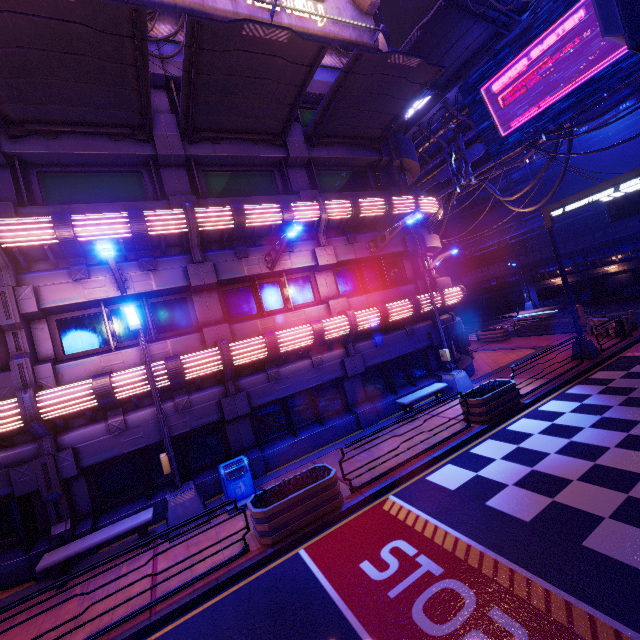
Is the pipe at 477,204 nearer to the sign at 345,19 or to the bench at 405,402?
the sign at 345,19

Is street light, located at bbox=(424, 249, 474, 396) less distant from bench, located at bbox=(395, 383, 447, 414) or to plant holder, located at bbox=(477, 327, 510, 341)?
bench, located at bbox=(395, 383, 447, 414)

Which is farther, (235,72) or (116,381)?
(235,72)

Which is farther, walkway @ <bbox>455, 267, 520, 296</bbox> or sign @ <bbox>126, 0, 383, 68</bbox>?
walkway @ <bbox>455, 267, 520, 296</bbox>

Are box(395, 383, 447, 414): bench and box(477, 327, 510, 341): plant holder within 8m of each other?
no

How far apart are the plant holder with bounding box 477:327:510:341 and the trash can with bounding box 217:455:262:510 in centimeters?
2114cm

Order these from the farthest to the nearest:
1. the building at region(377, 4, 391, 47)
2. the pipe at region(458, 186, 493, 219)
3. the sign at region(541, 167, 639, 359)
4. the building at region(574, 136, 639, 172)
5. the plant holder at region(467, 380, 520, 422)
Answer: the building at region(377, 4, 391, 47)
the pipe at region(458, 186, 493, 219)
the building at region(574, 136, 639, 172)
the sign at region(541, 167, 639, 359)
the plant holder at region(467, 380, 520, 422)

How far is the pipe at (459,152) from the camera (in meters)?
18.28
